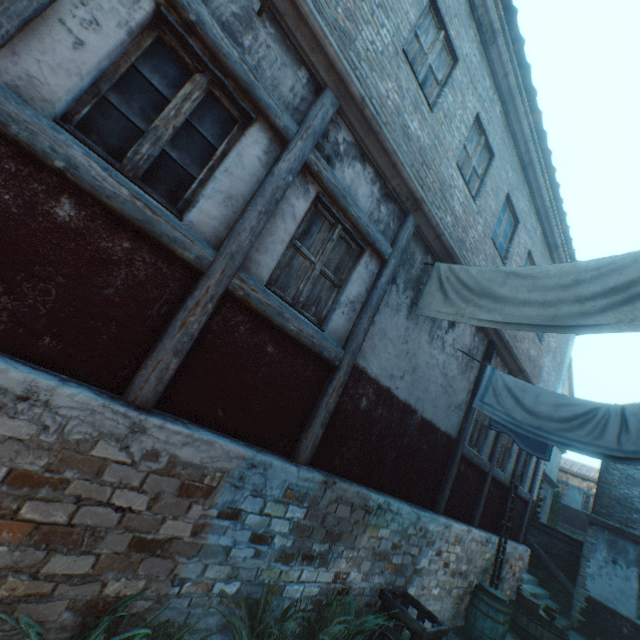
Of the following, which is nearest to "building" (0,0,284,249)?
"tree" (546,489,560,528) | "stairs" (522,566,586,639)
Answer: "stairs" (522,566,586,639)

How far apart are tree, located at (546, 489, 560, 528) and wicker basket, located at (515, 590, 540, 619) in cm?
1735

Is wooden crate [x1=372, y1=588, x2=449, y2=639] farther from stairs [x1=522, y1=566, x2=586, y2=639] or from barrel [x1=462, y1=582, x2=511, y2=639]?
stairs [x1=522, y1=566, x2=586, y2=639]

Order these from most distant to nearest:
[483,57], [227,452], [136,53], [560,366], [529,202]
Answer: [560,366], [529,202], [483,57], [227,452], [136,53]

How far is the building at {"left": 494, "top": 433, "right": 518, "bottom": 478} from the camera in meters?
8.5 m

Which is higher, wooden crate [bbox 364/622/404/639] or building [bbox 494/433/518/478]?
building [bbox 494/433/518/478]

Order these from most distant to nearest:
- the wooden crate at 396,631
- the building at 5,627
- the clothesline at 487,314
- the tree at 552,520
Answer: the tree at 552,520 < the wooden crate at 396,631 < the clothesline at 487,314 < the building at 5,627

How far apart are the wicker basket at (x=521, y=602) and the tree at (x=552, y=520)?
A: 17.4 meters
